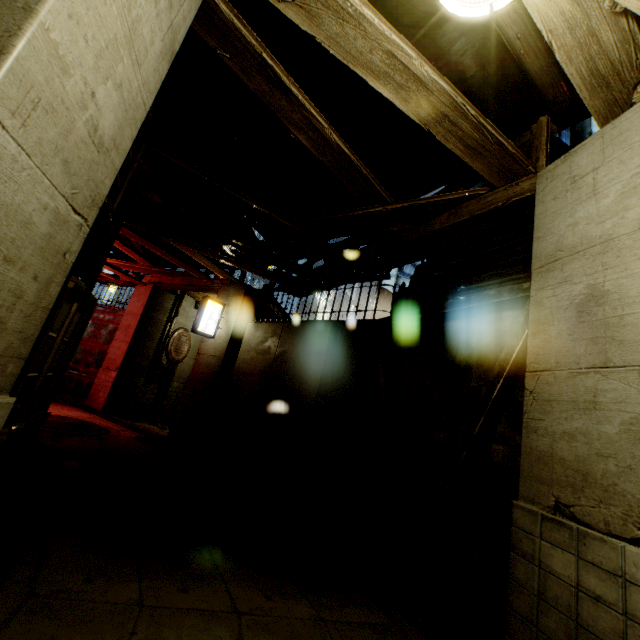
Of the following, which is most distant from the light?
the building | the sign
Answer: the sign

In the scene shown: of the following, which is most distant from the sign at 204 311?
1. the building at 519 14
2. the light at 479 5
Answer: the light at 479 5

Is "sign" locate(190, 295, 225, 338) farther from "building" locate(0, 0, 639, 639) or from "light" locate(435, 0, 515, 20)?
"light" locate(435, 0, 515, 20)

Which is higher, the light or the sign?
the light

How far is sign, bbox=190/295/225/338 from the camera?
9.65m

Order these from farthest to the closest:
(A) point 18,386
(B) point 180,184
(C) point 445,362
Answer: (B) point 180,184, (C) point 445,362, (A) point 18,386

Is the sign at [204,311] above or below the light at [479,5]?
below
